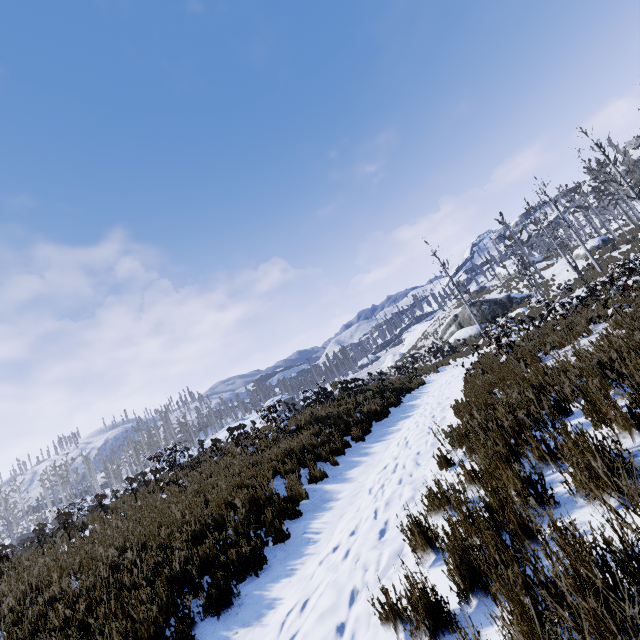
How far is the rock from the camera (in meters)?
34.44

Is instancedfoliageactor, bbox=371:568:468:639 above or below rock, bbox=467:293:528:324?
below

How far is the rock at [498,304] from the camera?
34.44m

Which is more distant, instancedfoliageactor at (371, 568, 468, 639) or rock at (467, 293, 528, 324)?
rock at (467, 293, 528, 324)

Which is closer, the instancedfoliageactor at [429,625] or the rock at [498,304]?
the instancedfoliageactor at [429,625]

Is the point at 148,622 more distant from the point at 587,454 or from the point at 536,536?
the point at 587,454
